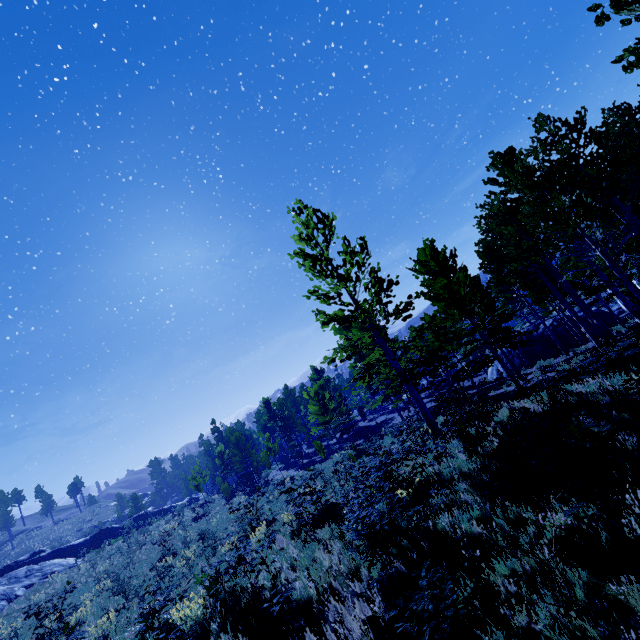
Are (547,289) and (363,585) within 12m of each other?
no

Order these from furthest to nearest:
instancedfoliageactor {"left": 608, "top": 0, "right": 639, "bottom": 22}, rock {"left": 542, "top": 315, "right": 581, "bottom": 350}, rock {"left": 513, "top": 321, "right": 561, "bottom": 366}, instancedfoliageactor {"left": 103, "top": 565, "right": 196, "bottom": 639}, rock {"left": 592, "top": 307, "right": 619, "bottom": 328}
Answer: rock {"left": 513, "top": 321, "right": 561, "bottom": 366}
rock {"left": 542, "top": 315, "right": 581, "bottom": 350}
rock {"left": 592, "top": 307, "right": 619, "bottom": 328}
instancedfoliageactor {"left": 103, "top": 565, "right": 196, "bottom": 639}
instancedfoliageactor {"left": 608, "top": 0, "right": 639, "bottom": 22}

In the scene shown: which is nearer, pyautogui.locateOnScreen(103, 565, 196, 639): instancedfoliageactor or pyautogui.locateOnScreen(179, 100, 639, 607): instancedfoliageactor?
pyautogui.locateOnScreen(103, 565, 196, 639): instancedfoliageactor

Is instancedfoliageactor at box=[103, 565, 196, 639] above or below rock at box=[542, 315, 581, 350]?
above

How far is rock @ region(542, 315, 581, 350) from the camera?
26.70m

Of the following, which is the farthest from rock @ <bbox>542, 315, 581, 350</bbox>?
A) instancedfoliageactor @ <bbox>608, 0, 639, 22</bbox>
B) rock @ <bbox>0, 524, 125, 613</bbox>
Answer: rock @ <bbox>0, 524, 125, 613</bbox>

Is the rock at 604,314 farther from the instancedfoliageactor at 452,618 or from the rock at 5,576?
the rock at 5,576

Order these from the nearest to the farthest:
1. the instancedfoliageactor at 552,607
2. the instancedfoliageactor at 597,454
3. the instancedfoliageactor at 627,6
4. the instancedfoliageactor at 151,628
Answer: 1. the instancedfoliageactor at 552,607
2. the instancedfoliageactor at 627,6
3. the instancedfoliageactor at 597,454
4. the instancedfoliageactor at 151,628
